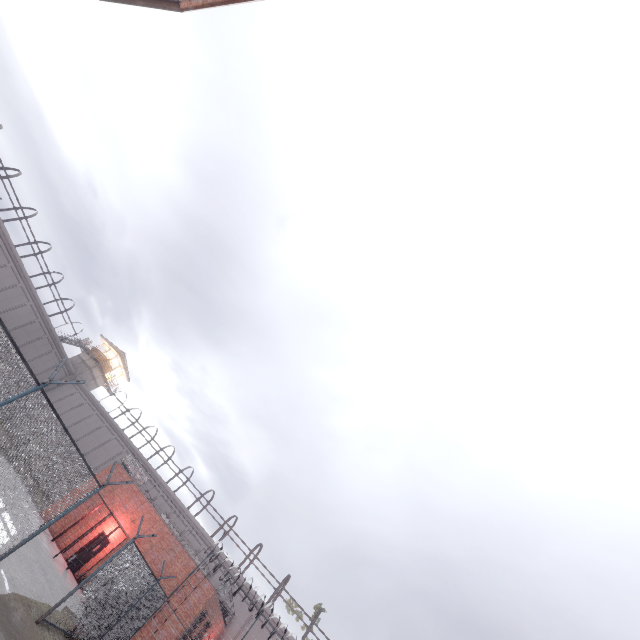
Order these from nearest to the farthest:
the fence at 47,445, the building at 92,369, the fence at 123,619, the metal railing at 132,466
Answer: the fence at 47,445, the fence at 123,619, the metal railing at 132,466, the building at 92,369

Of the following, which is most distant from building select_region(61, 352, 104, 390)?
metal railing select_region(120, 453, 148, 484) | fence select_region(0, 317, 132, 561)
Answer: Result: metal railing select_region(120, 453, 148, 484)

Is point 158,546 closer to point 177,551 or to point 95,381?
point 177,551

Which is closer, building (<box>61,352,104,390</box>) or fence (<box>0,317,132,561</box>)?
fence (<box>0,317,132,561</box>)

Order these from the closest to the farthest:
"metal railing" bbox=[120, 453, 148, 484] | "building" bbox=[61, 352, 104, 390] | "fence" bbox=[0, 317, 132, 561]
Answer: "fence" bbox=[0, 317, 132, 561], "metal railing" bbox=[120, 453, 148, 484], "building" bbox=[61, 352, 104, 390]

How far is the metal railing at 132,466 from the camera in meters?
24.0

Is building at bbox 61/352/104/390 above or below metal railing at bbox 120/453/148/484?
above

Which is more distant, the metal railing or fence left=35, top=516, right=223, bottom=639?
the metal railing
